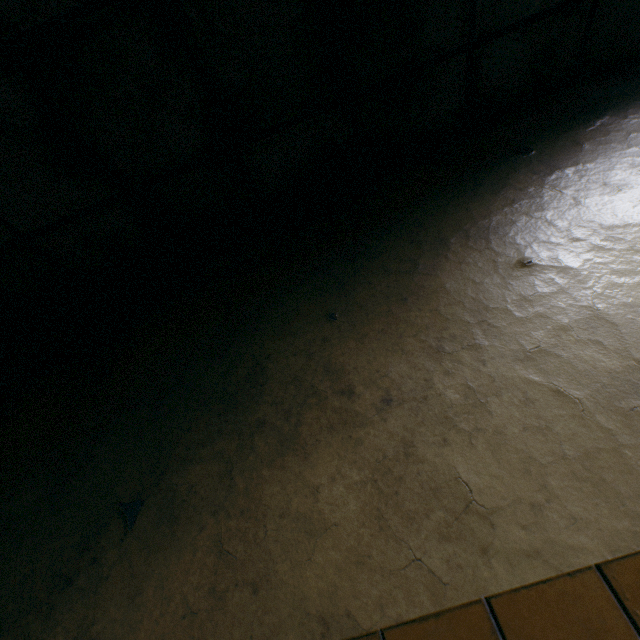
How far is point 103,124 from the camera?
1.5 meters
